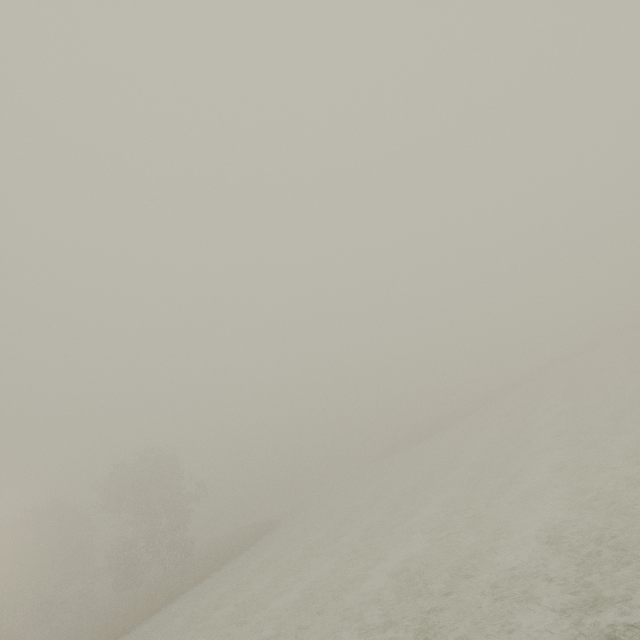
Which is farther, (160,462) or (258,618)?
(160,462)
